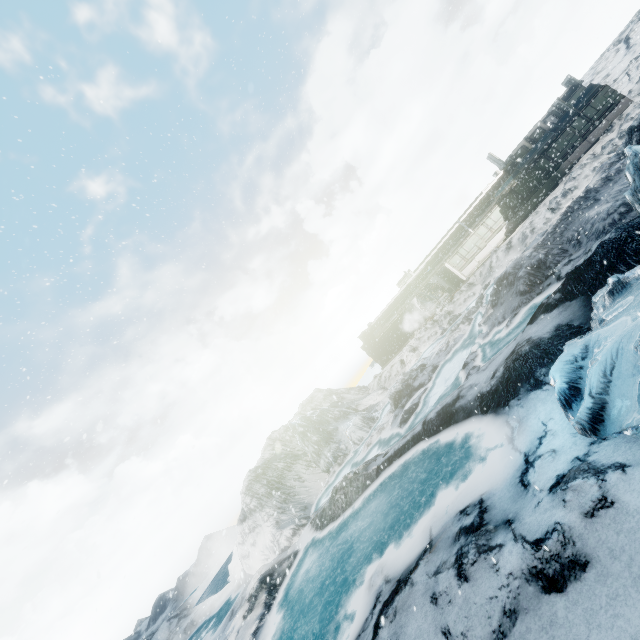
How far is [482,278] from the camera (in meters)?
30.03
